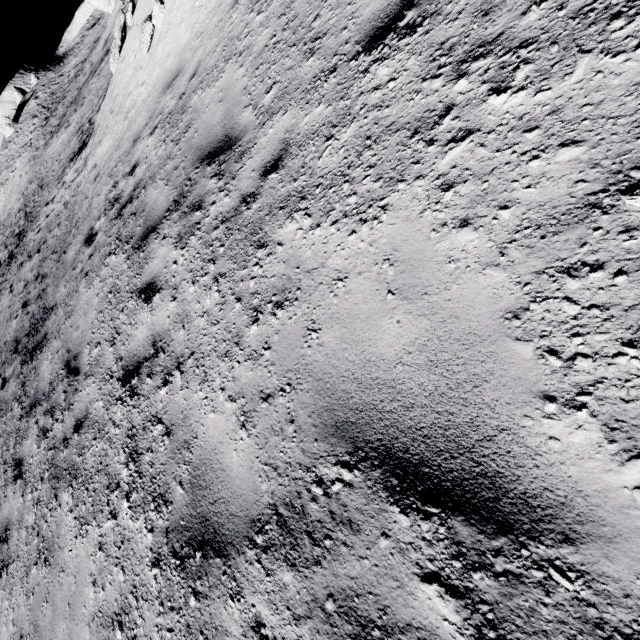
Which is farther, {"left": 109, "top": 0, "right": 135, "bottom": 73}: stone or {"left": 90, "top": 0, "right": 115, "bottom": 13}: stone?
{"left": 90, "top": 0, "right": 115, "bottom": 13}: stone

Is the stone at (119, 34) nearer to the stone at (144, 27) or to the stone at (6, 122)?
the stone at (144, 27)

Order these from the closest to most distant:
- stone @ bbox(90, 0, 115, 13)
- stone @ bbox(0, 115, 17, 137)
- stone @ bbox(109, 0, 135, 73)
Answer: stone @ bbox(109, 0, 135, 73) → stone @ bbox(90, 0, 115, 13) → stone @ bbox(0, 115, 17, 137)

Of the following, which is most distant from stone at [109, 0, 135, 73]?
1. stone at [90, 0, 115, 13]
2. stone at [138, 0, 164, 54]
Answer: stone at [90, 0, 115, 13]

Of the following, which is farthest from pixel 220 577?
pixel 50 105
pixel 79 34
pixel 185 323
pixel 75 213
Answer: pixel 79 34

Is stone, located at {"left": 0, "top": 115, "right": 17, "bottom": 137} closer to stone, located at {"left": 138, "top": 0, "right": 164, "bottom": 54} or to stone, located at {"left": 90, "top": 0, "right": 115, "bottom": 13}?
stone, located at {"left": 90, "top": 0, "right": 115, "bottom": 13}

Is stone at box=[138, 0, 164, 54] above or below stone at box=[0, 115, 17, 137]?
below
